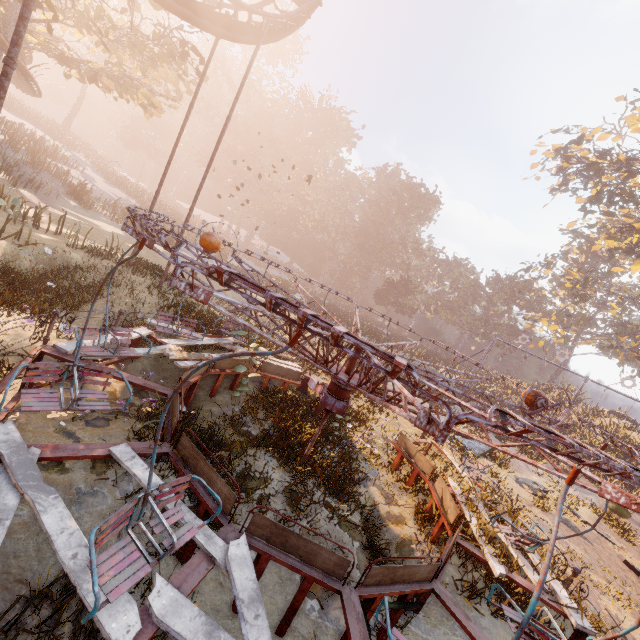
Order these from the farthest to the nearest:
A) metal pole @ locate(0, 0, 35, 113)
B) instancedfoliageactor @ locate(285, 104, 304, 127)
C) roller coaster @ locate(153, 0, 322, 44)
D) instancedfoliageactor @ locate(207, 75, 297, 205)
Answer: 1. instancedfoliageactor @ locate(285, 104, 304, 127)
2. instancedfoliageactor @ locate(207, 75, 297, 205)
3. roller coaster @ locate(153, 0, 322, 44)
4. metal pole @ locate(0, 0, 35, 113)

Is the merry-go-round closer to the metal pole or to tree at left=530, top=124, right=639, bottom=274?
the metal pole

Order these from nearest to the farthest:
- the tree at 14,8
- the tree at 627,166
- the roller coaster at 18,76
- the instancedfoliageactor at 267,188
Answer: the tree at 14,8
the roller coaster at 18,76
the tree at 627,166
the instancedfoliageactor at 267,188

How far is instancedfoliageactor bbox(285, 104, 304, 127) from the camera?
57.29m

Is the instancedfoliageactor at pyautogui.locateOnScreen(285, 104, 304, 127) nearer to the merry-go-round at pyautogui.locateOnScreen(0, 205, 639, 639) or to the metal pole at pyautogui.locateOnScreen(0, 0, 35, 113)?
the merry-go-round at pyautogui.locateOnScreen(0, 205, 639, 639)

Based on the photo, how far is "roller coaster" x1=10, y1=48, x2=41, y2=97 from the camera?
18.03m

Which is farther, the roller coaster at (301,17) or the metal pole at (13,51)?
the roller coaster at (301,17)

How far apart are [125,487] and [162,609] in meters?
2.7 m
